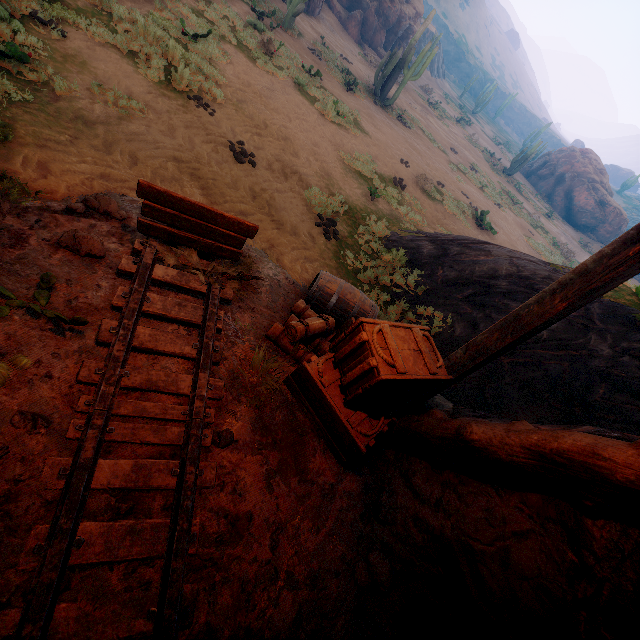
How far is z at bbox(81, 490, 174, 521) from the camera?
2.2 meters

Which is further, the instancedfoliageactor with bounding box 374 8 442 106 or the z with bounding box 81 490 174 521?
the instancedfoliageactor with bounding box 374 8 442 106

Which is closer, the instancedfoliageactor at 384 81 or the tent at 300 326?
the tent at 300 326

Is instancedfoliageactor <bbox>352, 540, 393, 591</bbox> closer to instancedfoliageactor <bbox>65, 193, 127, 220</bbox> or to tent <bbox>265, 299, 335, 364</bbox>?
tent <bbox>265, 299, 335, 364</bbox>

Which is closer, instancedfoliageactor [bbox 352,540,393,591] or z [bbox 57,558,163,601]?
z [bbox 57,558,163,601]

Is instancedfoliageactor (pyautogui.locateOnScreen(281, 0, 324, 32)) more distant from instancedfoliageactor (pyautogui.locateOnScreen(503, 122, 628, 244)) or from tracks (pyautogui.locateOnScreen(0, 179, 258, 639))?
instancedfoliageactor (pyautogui.locateOnScreen(503, 122, 628, 244))

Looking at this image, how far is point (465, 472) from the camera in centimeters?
306cm

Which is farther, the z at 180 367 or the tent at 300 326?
the tent at 300 326
